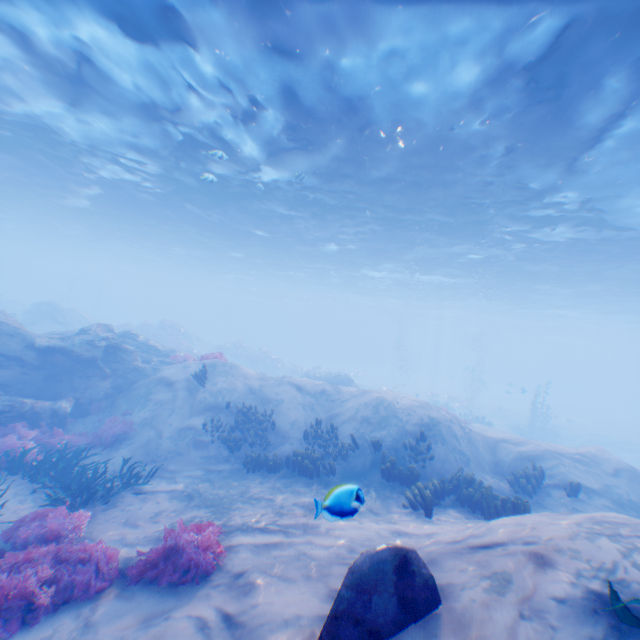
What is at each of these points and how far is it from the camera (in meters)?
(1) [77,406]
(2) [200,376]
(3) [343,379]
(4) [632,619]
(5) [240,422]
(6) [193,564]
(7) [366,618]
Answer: (1) rock, 12.95
(2) instancedfoliageactor, 13.82
(3) rock, 24.78
(4) instancedfoliageactor, 3.19
(5) instancedfoliageactor, 12.59
(6) instancedfoliageactor, 5.34
(7) plane, 3.54

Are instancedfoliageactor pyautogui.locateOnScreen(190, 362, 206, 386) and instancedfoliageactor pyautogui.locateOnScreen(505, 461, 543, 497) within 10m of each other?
no

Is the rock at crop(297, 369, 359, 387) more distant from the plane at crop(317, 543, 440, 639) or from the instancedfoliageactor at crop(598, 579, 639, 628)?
the instancedfoliageactor at crop(598, 579, 639, 628)

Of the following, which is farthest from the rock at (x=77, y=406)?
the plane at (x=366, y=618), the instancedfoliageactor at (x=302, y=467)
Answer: the instancedfoliageactor at (x=302, y=467)

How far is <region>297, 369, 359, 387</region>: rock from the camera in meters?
24.7 m

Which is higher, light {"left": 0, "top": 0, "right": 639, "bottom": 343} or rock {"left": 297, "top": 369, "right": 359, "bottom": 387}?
light {"left": 0, "top": 0, "right": 639, "bottom": 343}

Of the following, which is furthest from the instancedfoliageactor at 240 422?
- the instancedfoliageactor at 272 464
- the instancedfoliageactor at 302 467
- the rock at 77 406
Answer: the rock at 77 406

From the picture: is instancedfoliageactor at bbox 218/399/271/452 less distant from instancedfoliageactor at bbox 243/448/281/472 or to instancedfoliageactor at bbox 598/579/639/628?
instancedfoliageactor at bbox 243/448/281/472
